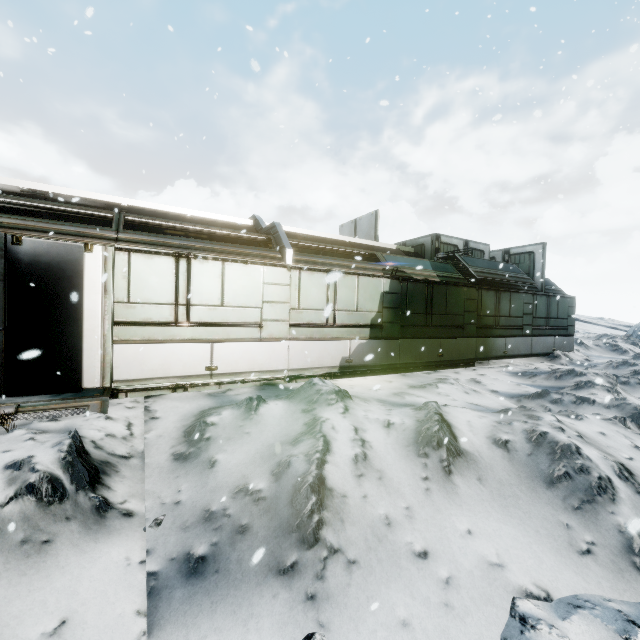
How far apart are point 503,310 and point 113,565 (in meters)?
12.96
